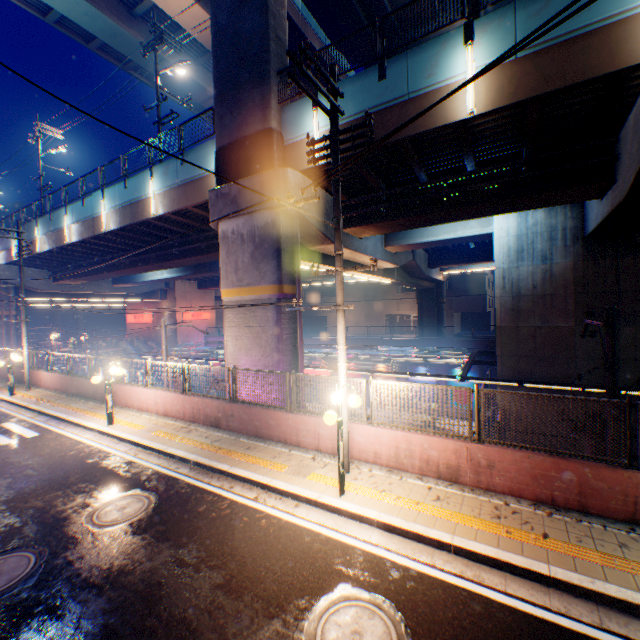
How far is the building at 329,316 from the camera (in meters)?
58.62

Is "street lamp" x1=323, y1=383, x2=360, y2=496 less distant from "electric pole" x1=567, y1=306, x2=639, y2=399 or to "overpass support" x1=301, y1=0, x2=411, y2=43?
"overpass support" x1=301, y1=0, x2=411, y2=43

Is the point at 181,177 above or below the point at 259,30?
below

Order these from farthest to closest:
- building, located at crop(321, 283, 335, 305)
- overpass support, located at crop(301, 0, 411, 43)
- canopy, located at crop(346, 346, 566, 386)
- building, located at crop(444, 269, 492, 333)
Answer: building, located at crop(321, 283, 335, 305), building, located at crop(444, 269, 492, 333), overpass support, located at crop(301, 0, 411, 43), canopy, located at crop(346, 346, 566, 386)

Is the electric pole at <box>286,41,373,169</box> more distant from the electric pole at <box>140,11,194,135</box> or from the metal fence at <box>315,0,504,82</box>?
the electric pole at <box>140,11,194,135</box>

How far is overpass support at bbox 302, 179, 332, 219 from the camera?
12.7 meters

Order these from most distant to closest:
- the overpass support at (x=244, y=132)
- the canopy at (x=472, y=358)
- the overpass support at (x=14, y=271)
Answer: the overpass support at (x=14, y=271) < the canopy at (x=472, y=358) < the overpass support at (x=244, y=132)

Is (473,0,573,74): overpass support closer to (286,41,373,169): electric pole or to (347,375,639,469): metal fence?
(347,375,639,469): metal fence
